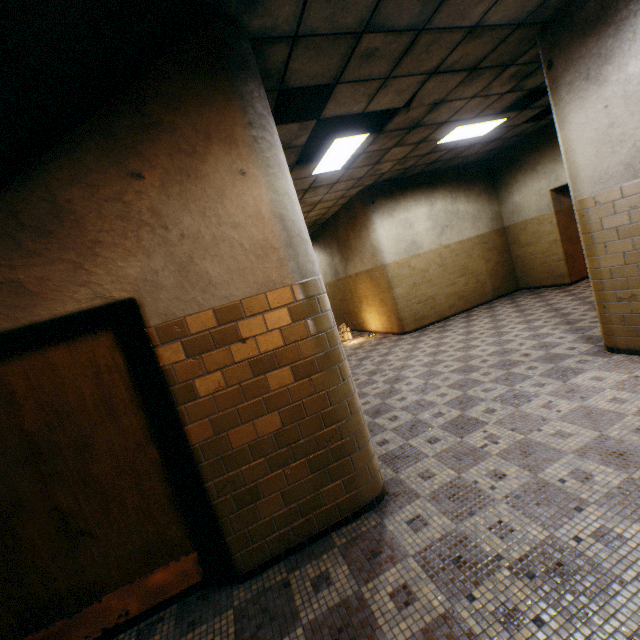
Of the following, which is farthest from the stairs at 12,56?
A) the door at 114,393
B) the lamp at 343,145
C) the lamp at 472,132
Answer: the lamp at 472,132

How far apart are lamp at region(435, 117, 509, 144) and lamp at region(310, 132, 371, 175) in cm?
203

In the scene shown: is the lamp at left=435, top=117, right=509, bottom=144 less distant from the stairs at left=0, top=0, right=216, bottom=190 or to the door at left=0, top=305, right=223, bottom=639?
the stairs at left=0, top=0, right=216, bottom=190

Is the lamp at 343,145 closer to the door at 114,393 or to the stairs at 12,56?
the stairs at 12,56

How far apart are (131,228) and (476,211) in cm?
953

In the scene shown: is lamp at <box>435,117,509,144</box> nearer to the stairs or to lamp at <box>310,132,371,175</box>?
lamp at <box>310,132,371,175</box>

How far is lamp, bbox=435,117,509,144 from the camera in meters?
6.2

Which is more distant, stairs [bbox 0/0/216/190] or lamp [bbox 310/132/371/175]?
lamp [bbox 310/132/371/175]
